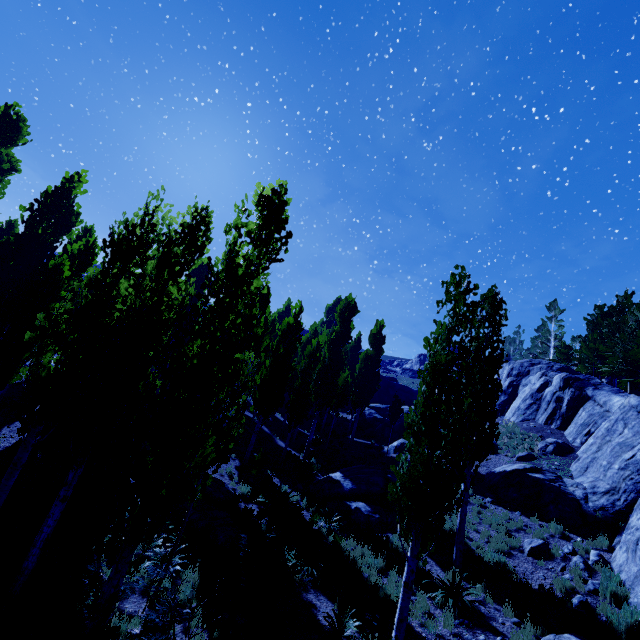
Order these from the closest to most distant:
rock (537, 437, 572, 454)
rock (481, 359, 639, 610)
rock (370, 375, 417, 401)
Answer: rock (481, 359, 639, 610) < rock (537, 437, 572, 454) < rock (370, 375, 417, 401)

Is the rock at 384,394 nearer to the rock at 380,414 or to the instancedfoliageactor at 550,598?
the instancedfoliageactor at 550,598

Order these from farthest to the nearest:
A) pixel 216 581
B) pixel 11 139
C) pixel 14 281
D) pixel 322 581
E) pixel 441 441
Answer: pixel 11 139
pixel 14 281
pixel 322 581
pixel 216 581
pixel 441 441

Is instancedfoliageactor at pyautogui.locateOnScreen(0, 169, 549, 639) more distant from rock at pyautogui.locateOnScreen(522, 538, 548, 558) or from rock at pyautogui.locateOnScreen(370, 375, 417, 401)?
rock at pyautogui.locateOnScreen(370, 375, 417, 401)

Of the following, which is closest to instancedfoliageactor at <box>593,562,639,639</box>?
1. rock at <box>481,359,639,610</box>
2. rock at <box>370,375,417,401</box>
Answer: rock at <box>481,359,639,610</box>

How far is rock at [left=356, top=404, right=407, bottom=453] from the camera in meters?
25.5

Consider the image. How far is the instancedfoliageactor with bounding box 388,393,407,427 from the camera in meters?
24.9

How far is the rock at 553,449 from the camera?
19.5 meters
